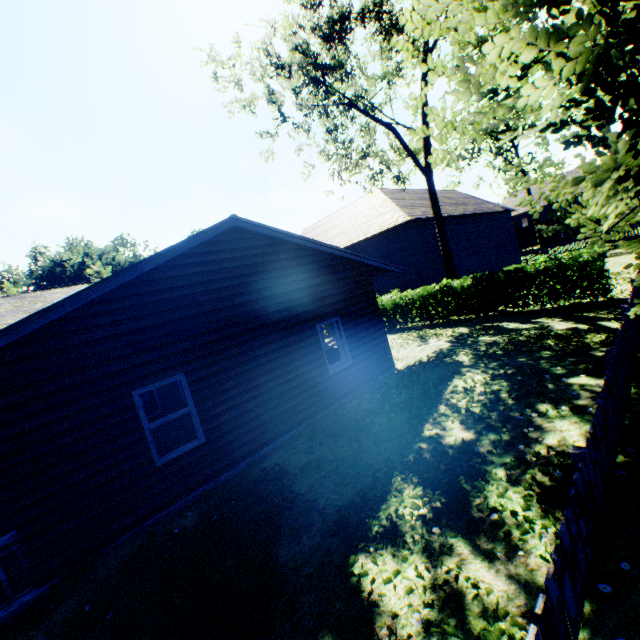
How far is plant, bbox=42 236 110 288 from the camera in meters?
56.1

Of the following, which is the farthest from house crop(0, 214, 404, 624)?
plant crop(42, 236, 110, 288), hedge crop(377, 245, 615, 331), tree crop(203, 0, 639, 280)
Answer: plant crop(42, 236, 110, 288)

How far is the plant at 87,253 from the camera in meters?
56.1 m

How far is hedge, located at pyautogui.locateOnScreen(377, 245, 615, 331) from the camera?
11.0m

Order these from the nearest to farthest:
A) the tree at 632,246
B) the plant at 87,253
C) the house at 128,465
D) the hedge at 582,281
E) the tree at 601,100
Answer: the tree at 601,100 → the tree at 632,246 → the house at 128,465 → the hedge at 582,281 → the plant at 87,253

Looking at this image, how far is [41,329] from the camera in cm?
555
